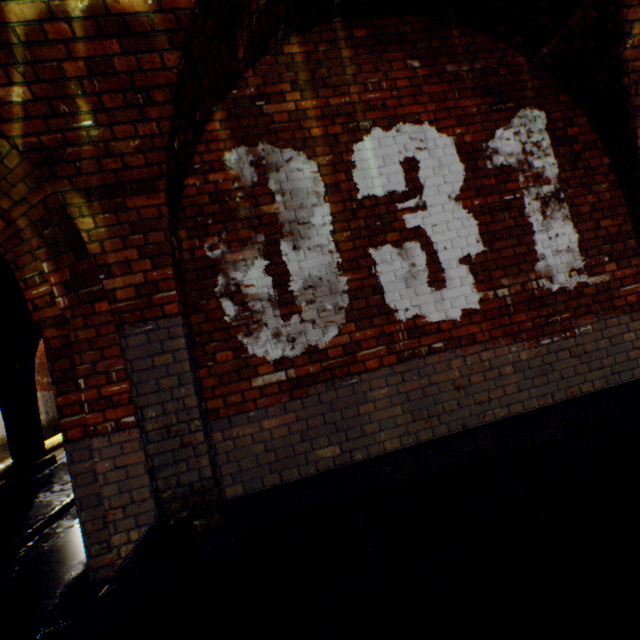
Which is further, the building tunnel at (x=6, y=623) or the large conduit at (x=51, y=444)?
A: the large conduit at (x=51, y=444)

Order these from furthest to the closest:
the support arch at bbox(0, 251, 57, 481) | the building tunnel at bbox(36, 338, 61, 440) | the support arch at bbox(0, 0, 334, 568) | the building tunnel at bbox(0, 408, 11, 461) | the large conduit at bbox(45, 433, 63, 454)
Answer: the building tunnel at bbox(36, 338, 61, 440) → the building tunnel at bbox(0, 408, 11, 461) → the large conduit at bbox(45, 433, 63, 454) → the support arch at bbox(0, 251, 57, 481) → the support arch at bbox(0, 0, 334, 568)

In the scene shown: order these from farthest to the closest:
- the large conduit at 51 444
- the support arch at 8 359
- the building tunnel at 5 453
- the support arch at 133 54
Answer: the building tunnel at 5 453 < the large conduit at 51 444 < the support arch at 8 359 < the support arch at 133 54

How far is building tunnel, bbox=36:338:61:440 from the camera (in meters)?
14.06

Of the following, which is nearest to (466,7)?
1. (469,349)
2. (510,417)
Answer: (469,349)

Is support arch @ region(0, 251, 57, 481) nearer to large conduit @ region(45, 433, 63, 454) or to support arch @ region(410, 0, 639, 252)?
large conduit @ region(45, 433, 63, 454)

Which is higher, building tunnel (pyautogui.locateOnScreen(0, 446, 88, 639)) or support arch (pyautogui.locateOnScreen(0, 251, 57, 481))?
support arch (pyautogui.locateOnScreen(0, 251, 57, 481))

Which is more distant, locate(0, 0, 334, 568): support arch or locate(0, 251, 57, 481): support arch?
locate(0, 251, 57, 481): support arch
